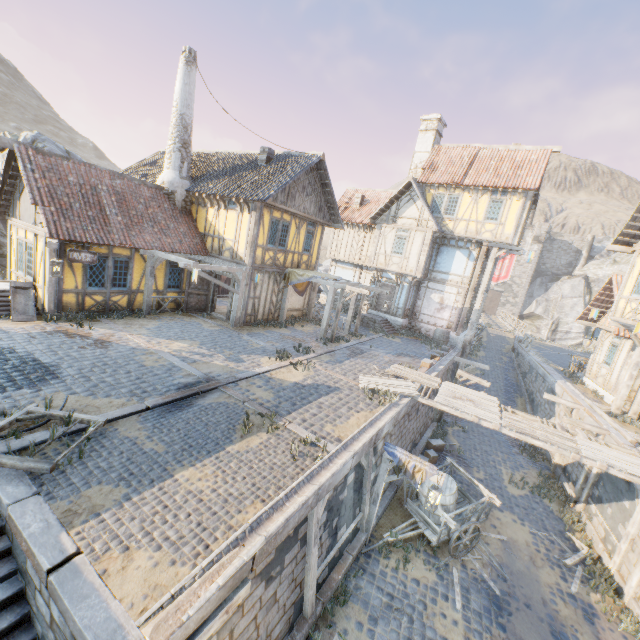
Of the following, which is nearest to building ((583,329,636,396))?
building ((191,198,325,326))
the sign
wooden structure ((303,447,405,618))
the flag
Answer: the flag

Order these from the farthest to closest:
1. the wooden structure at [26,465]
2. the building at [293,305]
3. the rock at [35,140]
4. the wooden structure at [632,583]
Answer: the building at [293,305] < the rock at [35,140] < the wooden structure at [632,583] < the wooden structure at [26,465]

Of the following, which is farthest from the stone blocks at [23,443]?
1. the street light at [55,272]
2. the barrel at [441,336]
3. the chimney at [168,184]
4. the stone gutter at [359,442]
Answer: the chimney at [168,184]

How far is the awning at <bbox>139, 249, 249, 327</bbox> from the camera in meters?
12.9 m

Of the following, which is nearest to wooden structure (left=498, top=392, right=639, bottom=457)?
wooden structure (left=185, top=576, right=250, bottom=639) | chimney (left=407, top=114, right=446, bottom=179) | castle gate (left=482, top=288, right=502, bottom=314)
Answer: wooden structure (left=185, top=576, right=250, bottom=639)

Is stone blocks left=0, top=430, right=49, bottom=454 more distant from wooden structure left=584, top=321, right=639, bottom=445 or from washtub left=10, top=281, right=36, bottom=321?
washtub left=10, top=281, right=36, bottom=321

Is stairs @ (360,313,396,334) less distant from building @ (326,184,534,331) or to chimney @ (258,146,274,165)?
building @ (326,184,534,331)

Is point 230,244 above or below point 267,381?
above
